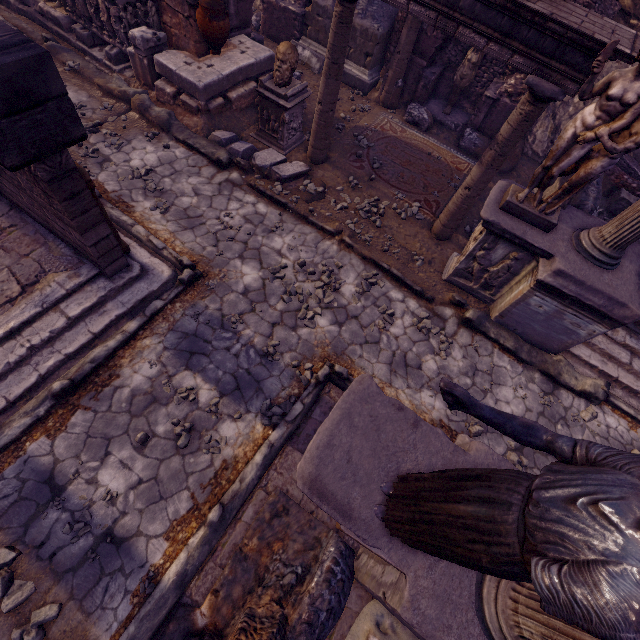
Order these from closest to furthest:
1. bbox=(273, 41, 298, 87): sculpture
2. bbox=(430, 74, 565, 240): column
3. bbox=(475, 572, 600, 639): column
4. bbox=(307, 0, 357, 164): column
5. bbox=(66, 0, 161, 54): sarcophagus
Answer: bbox=(475, 572, 600, 639): column, bbox=(430, 74, 565, 240): column, bbox=(307, 0, 357, 164): column, bbox=(273, 41, 298, 87): sculpture, bbox=(66, 0, 161, 54): sarcophagus

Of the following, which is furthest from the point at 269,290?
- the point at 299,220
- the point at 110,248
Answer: the point at 110,248

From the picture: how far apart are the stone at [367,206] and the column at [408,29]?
3.9m

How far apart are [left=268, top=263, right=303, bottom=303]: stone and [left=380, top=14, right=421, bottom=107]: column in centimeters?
617cm

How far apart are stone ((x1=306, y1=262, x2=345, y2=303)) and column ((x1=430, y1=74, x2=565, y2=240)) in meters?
2.6 m

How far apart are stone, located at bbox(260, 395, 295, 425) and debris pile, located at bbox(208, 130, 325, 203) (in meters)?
4.05

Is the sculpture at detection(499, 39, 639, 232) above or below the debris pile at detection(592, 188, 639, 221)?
above

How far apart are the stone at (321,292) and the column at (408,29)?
6.17m
